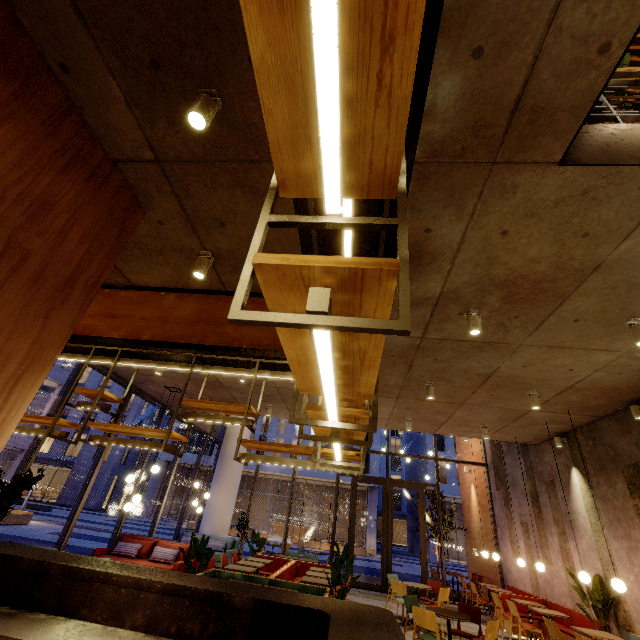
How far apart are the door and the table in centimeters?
498cm

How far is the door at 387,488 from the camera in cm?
1135

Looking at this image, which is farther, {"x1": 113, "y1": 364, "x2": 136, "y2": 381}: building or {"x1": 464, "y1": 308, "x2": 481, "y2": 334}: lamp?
{"x1": 113, "y1": 364, "x2": 136, "y2": 381}: building

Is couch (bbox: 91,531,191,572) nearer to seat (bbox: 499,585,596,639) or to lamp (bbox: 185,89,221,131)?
seat (bbox: 499,585,596,639)

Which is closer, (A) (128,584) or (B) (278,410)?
(A) (128,584)

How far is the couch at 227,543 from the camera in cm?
1115

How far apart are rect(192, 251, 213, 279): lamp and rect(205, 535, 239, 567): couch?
Result: 11.44m

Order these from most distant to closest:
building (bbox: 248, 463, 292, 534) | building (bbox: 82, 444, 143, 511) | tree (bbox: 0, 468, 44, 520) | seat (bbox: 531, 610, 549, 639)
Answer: building (bbox: 82, 444, 143, 511) → building (bbox: 248, 463, 292, 534) → seat (bbox: 531, 610, 549, 639) → tree (bbox: 0, 468, 44, 520)
